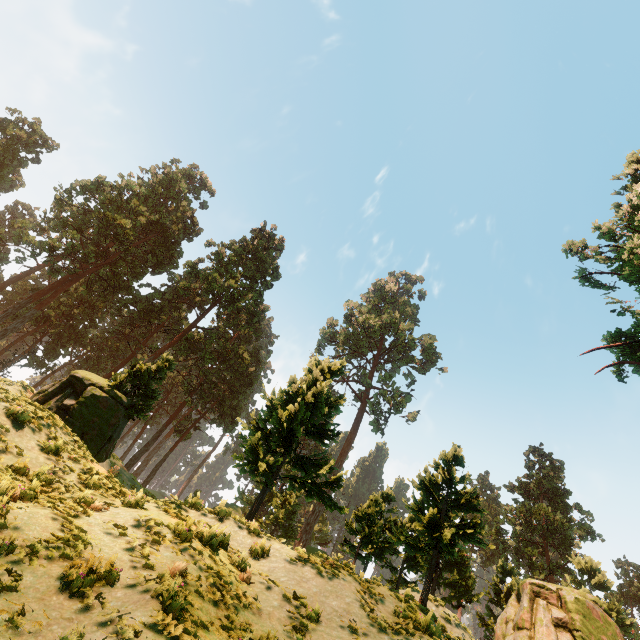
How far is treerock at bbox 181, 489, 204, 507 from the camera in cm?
1110

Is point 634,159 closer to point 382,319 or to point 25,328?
point 382,319

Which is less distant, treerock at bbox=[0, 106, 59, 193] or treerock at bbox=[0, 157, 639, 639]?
treerock at bbox=[0, 157, 639, 639]

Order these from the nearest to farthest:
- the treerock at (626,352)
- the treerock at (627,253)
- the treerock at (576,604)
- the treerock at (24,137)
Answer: the treerock at (626,352)
the treerock at (627,253)
the treerock at (576,604)
the treerock at (24,137)

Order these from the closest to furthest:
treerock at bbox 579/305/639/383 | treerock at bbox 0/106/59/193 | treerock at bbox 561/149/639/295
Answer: treerock at bbox 579/305/639/383
treerock at bbox 561/149/639/295
treerock at bbox 0/106/59/193

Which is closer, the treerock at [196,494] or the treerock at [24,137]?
the treerock at [196,494]
